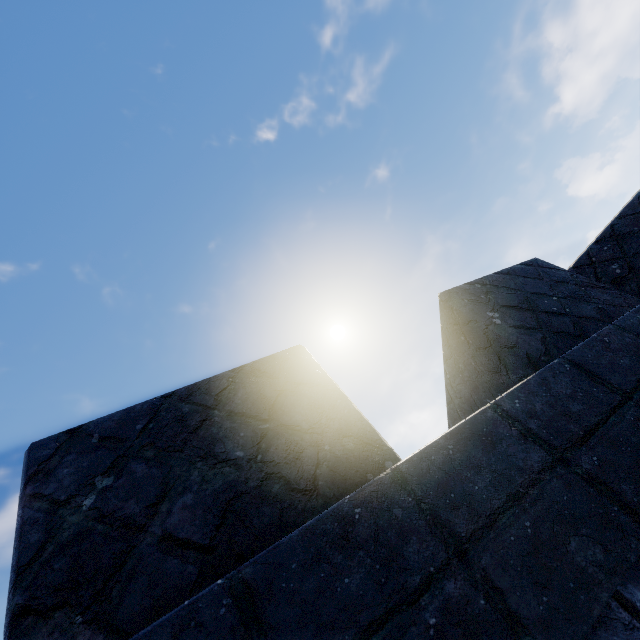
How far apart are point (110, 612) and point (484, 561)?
1.07m
